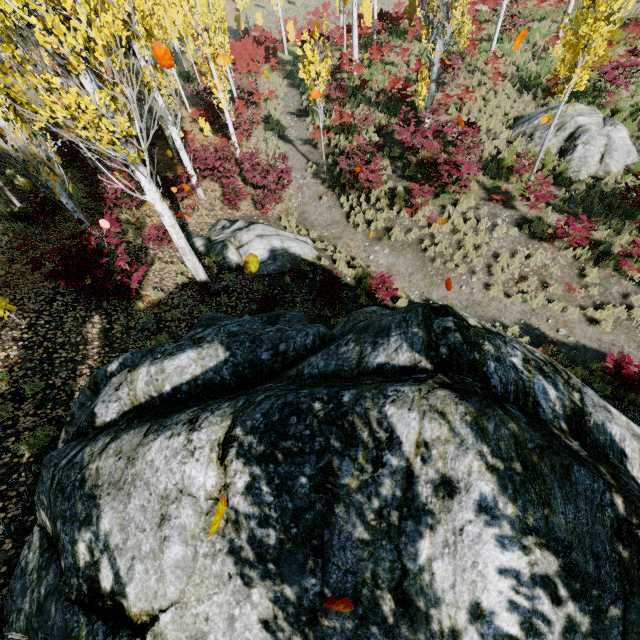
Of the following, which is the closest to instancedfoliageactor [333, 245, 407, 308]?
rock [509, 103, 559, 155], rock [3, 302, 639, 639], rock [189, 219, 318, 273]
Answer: rock [3, 302, 639, 639]

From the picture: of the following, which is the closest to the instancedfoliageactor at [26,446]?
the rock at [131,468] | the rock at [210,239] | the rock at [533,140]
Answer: the rock at [131,468]

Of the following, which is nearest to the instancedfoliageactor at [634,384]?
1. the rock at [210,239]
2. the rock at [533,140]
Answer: the rock at [210,239]

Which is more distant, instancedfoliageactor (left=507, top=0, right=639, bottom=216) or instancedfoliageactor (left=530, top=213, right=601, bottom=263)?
instancedfoliageactor (left=530, top=213, right=601, bottom=263)

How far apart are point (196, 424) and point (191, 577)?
1.2m

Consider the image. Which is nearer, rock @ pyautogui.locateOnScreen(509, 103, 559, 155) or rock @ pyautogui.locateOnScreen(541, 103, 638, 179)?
rock @ pyautogui.locateOnScreen(541, 103, 638, 179)

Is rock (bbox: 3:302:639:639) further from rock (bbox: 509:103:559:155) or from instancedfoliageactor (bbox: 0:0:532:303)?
rock (bbox: 509:103:559:155)
